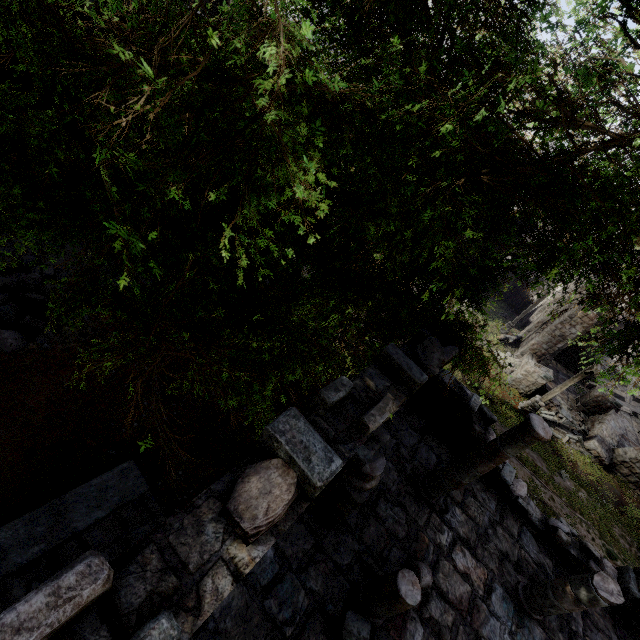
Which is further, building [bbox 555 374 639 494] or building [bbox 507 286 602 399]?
building [bbox 507 286 602 399]

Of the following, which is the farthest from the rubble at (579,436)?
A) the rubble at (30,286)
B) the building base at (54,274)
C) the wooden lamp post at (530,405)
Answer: the rubble at (30,286)

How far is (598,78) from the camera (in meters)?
3.65

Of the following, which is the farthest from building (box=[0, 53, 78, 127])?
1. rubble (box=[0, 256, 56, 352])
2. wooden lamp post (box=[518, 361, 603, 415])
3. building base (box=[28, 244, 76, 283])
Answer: rubble (box=[0, 256, 56, 352])

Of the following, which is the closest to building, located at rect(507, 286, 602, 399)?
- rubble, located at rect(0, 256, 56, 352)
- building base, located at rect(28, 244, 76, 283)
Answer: building base, located at rect(28, 244, 76, 283)

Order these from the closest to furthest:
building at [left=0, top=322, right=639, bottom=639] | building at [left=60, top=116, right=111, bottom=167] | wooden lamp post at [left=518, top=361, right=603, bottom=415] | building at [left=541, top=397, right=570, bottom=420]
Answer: building at [left=0, top=322, right=639, bottom=639] < building at [left=60, top=116, right=111, bottom=167] < wooden lamp post at [left=518, top=361, right=603, bottom=415] < building at [left=541, top=397, right=570, bottom=420]

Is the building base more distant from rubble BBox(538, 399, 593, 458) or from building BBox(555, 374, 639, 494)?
rubble BBox(538, 399, 593, 458)

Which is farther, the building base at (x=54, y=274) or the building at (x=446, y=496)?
the building base at (x=54, y=274)
